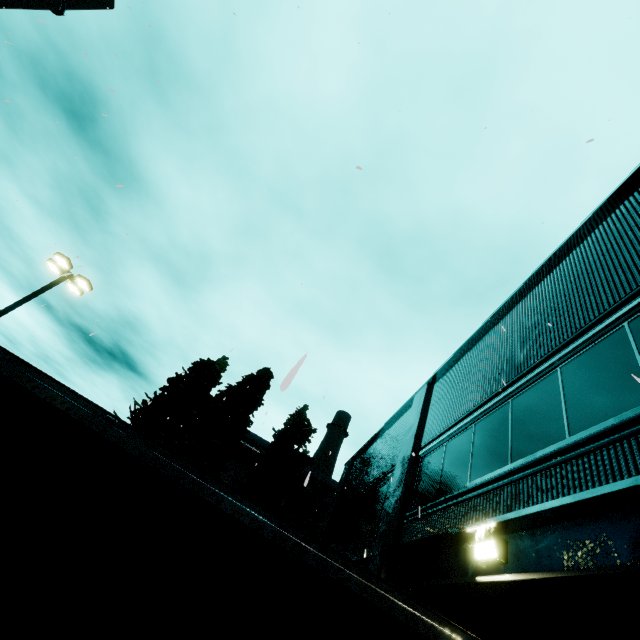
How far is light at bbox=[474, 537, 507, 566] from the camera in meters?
4.2

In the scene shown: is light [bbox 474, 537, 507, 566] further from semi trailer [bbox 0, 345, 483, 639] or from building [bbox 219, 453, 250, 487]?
building [bbox 219, 453, 250, 487]

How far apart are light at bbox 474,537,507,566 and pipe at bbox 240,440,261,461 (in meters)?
31.23

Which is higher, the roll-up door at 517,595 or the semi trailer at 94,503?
the roll-up door at 517,595

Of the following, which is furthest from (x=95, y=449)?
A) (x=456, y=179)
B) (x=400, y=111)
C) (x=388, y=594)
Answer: (x=400, y=111)

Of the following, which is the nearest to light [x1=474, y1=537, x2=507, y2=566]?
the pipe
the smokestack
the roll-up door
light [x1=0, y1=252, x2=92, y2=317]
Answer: the roll-up door

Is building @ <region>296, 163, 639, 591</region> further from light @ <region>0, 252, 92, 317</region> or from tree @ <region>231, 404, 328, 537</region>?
light @ <region>0, 252, 92, 317</region>

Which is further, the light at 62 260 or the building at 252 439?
the building at 252 439
